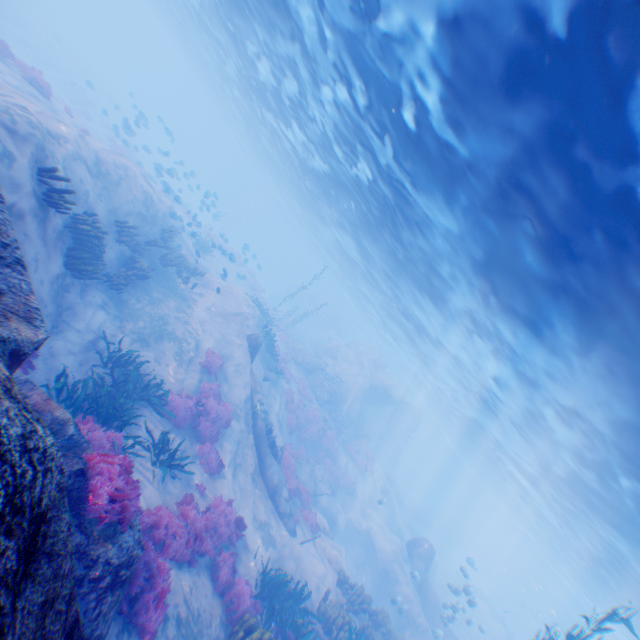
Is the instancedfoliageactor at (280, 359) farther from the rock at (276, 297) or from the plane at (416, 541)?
the rock at (276, 297)

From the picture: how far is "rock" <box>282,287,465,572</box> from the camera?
30.64m

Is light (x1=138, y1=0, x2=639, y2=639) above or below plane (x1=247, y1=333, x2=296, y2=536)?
above

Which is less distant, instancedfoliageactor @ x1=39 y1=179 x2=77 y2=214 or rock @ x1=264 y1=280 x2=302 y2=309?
instancedfoliageactor @ x1=39 y1=179 x2=77 y2=214

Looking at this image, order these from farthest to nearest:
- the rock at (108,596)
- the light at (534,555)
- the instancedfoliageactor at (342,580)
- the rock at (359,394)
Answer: the rock at (359,394)
the instancedfoliageactor at (342,580)
the light at (534,555)
the rock at (108,596)

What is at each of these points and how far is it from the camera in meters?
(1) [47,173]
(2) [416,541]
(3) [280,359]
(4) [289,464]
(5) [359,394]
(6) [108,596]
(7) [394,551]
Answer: (1) instancedfoliageactor, 7.8 m
(2) plane, 22.1 m
(3) instancedfoliageactor, 23.7 m
(4) instancedfoliageactor, 17.1 m
(5) rock, 31.9 m
(6) rock, 4.6 m
(7) rock, 23.9 m

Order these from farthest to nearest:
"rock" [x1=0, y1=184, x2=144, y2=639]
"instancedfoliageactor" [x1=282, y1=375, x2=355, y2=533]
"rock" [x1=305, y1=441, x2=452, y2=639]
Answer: "rock" [x1=305, y1=441, x2=452, y2=639]
"instancedfoliageactor" [x1=282, y1=375, x2=355, y2=533]
"rock" [x1=0, y1=184, x2=144, y2=639]

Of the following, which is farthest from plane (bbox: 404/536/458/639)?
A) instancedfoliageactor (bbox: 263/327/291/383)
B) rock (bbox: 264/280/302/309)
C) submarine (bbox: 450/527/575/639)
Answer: rock (bbox: 264/280/302/309)
